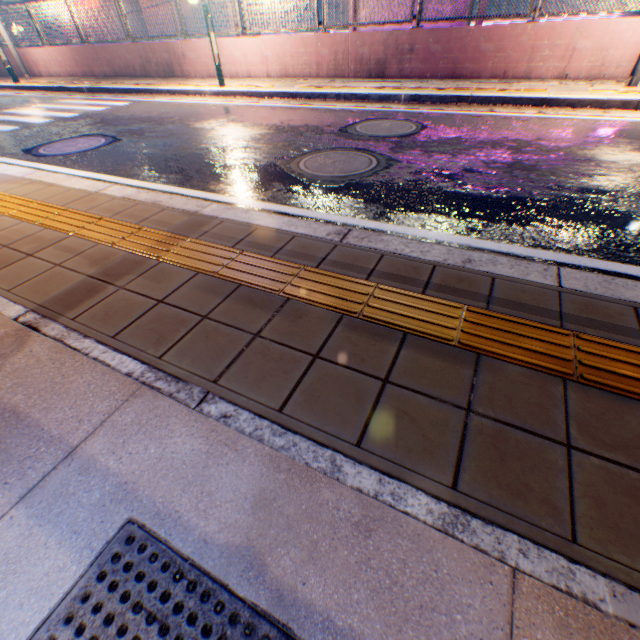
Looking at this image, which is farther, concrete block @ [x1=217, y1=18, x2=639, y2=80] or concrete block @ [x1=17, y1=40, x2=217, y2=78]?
concrete block @ [x1=17, y1=40, x2=217, y2=78]

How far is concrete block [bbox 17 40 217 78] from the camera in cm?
1057

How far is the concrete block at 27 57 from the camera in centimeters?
1057cm

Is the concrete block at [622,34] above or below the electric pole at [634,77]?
above

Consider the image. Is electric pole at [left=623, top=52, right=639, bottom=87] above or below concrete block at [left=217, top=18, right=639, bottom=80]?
below

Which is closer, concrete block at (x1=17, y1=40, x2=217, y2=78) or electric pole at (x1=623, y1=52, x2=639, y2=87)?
electric pole at (x1=623, y1=52, x2=639, y2=87)

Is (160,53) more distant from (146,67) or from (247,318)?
(247,318)
